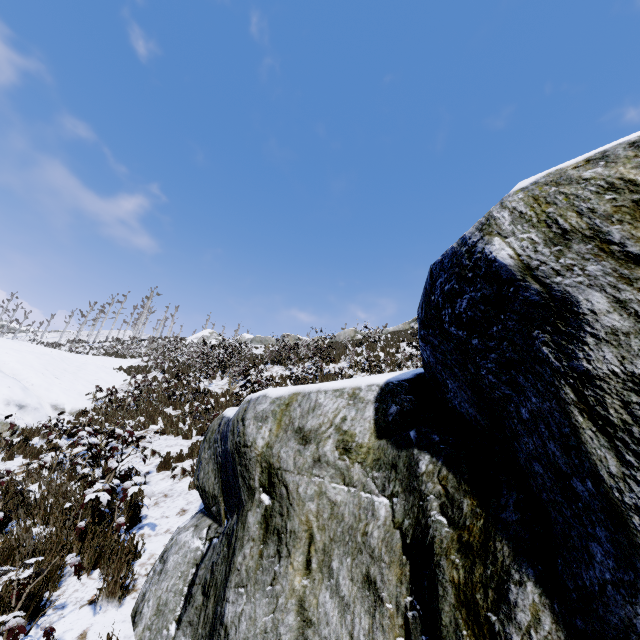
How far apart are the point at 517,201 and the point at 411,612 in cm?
217

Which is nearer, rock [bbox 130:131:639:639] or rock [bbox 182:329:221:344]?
rock [bbox 130:131:639:639]

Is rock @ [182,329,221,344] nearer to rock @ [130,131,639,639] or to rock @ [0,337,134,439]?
rock @ [0,337,134,439]

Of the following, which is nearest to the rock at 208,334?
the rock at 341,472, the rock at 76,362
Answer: the rock at 76,362

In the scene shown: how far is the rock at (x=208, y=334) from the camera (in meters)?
41.97

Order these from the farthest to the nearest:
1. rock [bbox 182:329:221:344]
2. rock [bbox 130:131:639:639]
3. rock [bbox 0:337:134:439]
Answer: rock [bbox 182:329:221:344] < rock [bbox 0:337:134:439] < rock [bbox 130:131:639:639]
